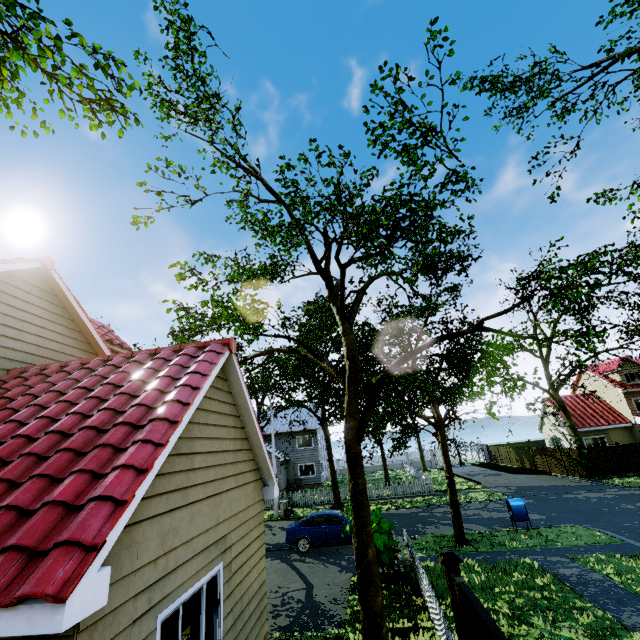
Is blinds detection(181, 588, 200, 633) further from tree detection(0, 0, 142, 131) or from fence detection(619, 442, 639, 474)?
tree detection(0, 0, 142, 131)

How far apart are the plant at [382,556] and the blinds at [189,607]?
5.88m

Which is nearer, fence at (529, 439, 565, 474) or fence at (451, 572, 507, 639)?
fence at (451, 572, 507, 639)

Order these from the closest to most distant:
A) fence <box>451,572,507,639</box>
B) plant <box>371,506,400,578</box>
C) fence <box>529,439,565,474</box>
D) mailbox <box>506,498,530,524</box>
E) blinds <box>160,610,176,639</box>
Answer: fence <box>451,572,507,639</box>, blinds <box>160,610,176,639</box>, plant <box>371,506,400,578</box>, mailbox <box>506,498,530,524</box>, fence <box>529,439,565,474</box>

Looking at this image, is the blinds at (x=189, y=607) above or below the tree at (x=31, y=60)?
below

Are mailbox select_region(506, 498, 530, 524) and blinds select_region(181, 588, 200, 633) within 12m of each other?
no

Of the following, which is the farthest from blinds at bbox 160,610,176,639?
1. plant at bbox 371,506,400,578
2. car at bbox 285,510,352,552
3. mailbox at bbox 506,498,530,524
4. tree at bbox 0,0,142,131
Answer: mailbox at bbox 506,498,530,524

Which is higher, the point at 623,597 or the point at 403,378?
the point at 403,378
